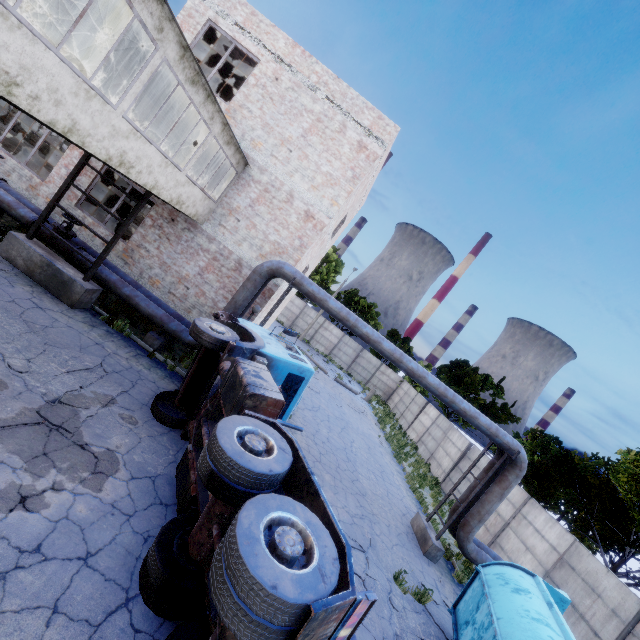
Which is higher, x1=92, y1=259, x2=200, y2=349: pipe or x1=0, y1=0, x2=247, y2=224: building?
x1=0, y1=0, x2=247, y2=224: building

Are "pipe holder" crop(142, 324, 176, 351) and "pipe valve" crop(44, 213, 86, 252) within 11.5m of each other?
yes

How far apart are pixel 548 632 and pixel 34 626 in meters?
8.6

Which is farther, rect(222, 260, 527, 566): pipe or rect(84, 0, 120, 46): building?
rect(222, 260, 527, 566): pipe

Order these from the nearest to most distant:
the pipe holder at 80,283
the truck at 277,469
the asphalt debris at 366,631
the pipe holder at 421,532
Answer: the truck at 277,469 → the asphalt debris at 366,631 → the pipe holder at 80,283 → the pipe holder at 421,532

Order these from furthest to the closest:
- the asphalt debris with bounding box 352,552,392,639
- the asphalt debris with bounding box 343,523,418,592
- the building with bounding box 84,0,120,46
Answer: the asphalt debris with bounding box 343,523,418,592 → the building with bounding box 84,0,120,46 → the asphalt debris with bounding box 352,552,392,639

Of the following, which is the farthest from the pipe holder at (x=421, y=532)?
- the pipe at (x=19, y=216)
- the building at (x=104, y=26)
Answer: the pipe at (x=19, y=216)
